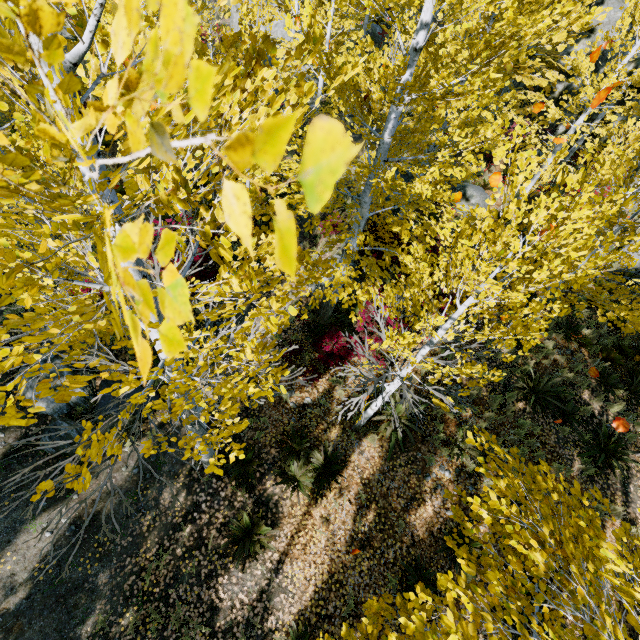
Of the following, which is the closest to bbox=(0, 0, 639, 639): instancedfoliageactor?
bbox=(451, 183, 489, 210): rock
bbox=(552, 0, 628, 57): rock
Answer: bbox=(552, 0, 628, 57): rock

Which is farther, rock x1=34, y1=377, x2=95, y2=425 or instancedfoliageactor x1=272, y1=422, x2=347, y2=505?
rock x1=34, y1=377, x2=95, y2=425

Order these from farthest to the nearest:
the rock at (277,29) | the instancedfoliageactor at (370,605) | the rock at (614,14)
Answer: the rock at (277,29), the rock at (614,14), the instancedfoliageactor at (370,605)

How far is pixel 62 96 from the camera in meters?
1.0 m

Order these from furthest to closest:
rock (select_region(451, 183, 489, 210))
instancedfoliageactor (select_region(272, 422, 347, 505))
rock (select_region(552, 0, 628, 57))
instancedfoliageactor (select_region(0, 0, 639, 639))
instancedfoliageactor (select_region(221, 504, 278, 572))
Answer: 1. rock (select_region(552, 0, 628, 57))
2. rock (select_region(451, 183, 489, 210))
3. instancedfoliageactor (select_region(272, 422, 347, 505))
4. instancedfoliageactor (select_region(221, 504, 278, 572))
5. instancedfoliageactor (select_region(0, 0, 639, 639))

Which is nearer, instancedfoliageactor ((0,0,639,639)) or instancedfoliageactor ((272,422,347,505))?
instancedfoliageactor ((0,0,639,639))

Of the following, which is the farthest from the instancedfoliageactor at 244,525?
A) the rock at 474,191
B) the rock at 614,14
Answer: the rock at 474,191

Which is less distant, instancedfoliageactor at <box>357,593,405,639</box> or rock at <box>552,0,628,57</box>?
instancedfoliageactor at <box>357,593,405,639</box>
